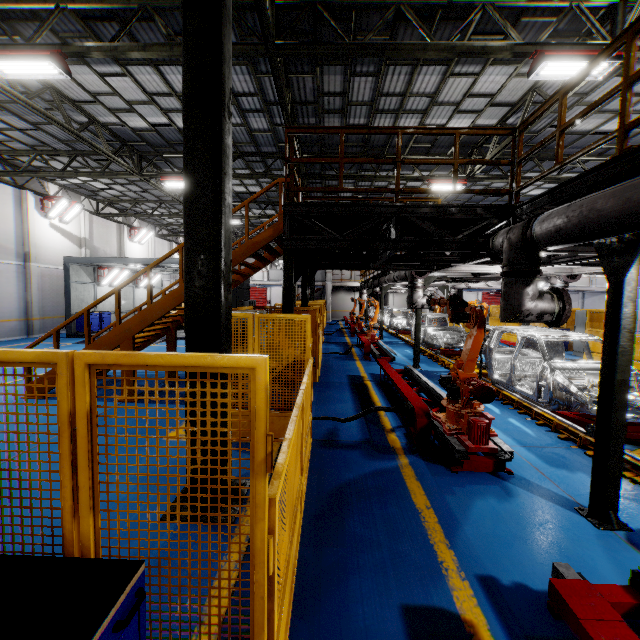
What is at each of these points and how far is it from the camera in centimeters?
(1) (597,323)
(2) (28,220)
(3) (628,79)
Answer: (1) metal panel, 1330cm
(2) cement column, 1736cm
(3) metal handrail, 345cm

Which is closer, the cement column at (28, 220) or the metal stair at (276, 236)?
→ the metal stair at (276, 236)

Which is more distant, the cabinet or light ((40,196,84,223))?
light ((40,196,84,223))

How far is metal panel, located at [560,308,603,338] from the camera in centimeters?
1292cm

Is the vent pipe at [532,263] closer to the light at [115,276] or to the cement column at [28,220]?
the light at [115,276]

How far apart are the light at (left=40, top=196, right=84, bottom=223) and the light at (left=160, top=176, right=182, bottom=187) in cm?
803

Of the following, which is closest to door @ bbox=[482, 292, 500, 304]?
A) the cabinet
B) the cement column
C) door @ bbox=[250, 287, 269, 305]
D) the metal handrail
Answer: the metal handrail

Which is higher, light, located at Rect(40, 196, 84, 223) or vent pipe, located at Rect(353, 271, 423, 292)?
light, located at Rect(40, 196, 84, 223)
